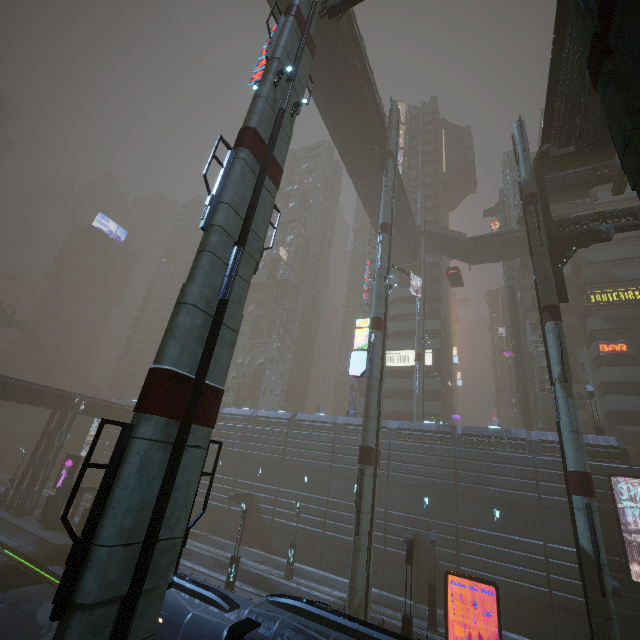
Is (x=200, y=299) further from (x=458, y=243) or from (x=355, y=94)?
(x=458, y=243)

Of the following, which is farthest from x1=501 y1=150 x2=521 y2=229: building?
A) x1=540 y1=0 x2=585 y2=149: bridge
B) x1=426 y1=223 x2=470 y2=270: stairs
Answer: x1=426 y1=223 x2=470 y2=270: stairs

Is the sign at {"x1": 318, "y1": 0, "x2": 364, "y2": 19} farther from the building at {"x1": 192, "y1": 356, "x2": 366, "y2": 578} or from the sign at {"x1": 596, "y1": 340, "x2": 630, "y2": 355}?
the sign at {"x1": 596, "y1": 340, "x2": 630, "y2": 355}

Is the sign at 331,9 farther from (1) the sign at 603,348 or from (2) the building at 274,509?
(1) the sign at 603,348

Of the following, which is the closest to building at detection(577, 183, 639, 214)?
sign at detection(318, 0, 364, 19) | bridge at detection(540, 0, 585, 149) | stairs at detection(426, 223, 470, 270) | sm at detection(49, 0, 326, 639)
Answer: bridge at detection(540, 0, 585, 149)

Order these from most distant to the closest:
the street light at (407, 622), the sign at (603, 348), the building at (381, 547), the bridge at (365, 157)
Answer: the sign at (603, 348), the bridge at (365, 157), the building at (381, 547), the street light at (407, 622)

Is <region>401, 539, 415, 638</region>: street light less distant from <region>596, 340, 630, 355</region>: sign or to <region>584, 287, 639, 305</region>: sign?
<region>596, 340, 630, 355</region>: sign

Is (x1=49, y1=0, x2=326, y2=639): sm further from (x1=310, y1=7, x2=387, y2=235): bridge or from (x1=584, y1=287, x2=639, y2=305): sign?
(x1=584, y1=287, x2=639, y2=305): sign
